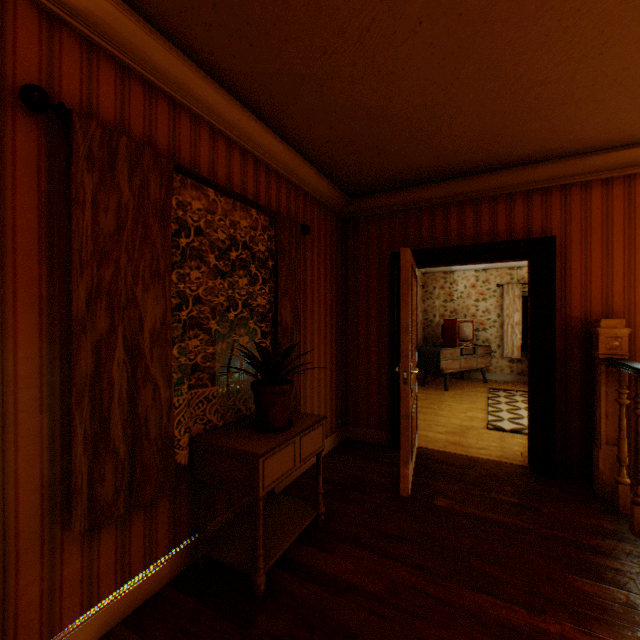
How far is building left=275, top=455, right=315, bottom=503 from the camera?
2.9m

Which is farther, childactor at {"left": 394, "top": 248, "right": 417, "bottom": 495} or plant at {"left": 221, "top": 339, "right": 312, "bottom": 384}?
childactor at {"left": 394, "top": 248, "right": 417, "bottom": 495}

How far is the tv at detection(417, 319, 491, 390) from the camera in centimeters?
721cm

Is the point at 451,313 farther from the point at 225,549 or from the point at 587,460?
the point at 225,549

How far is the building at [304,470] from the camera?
2.9 meters

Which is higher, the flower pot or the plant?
the plant

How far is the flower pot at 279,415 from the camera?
2.06m

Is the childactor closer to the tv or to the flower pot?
the flower pot
